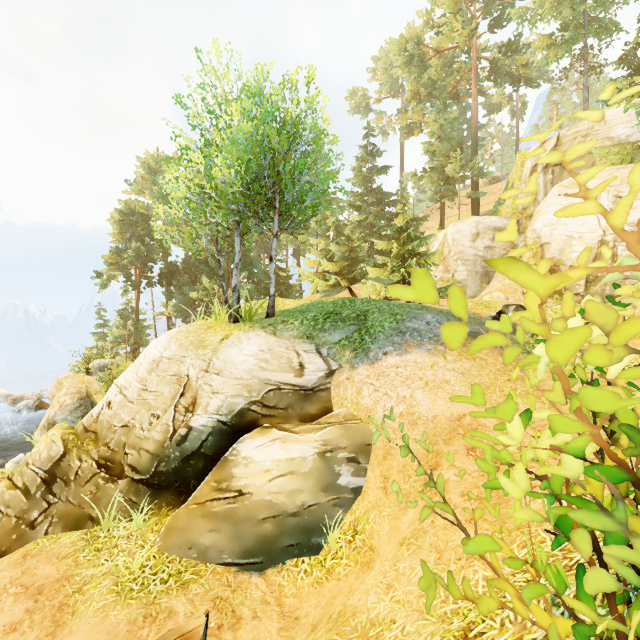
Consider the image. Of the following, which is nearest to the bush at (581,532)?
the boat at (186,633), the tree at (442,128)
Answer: the boat at (186,633)

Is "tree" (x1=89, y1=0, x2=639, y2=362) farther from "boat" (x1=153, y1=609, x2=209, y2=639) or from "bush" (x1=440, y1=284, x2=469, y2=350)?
"bush" (x1=440, y1=284, x2=469, y2=350)

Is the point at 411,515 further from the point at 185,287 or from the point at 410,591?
the point at 185,287

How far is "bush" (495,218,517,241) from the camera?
1.5 meters

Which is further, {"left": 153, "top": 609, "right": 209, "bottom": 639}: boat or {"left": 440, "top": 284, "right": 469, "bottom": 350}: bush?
{"left": 153, "top": 609, "right": 209, "bottom": 639}: boat
